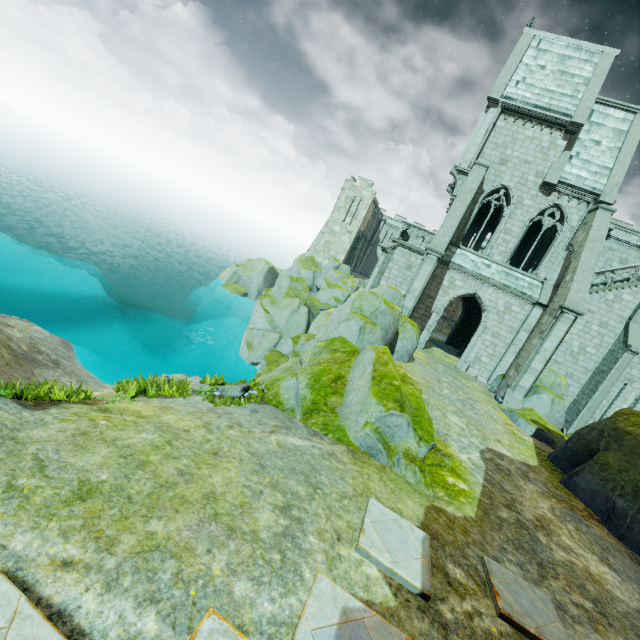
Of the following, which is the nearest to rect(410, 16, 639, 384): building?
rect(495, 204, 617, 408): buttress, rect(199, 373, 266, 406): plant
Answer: rect(495, 204, 617, 408): buttress

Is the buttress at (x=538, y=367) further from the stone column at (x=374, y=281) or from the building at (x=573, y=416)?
the stone column at (x=374, y=281)

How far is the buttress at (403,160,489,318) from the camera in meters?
17.0

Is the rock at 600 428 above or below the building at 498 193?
below

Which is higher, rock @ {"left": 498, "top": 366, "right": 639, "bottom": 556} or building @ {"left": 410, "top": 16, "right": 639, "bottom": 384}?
building @ {"left": 410, "top": 16, "right": 639, "bottom": 384}

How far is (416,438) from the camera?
7.21m

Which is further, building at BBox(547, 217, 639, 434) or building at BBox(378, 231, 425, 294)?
building at BBox(378, 231, 425, 294)

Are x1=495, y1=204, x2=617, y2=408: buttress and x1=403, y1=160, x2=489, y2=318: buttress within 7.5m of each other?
yes
